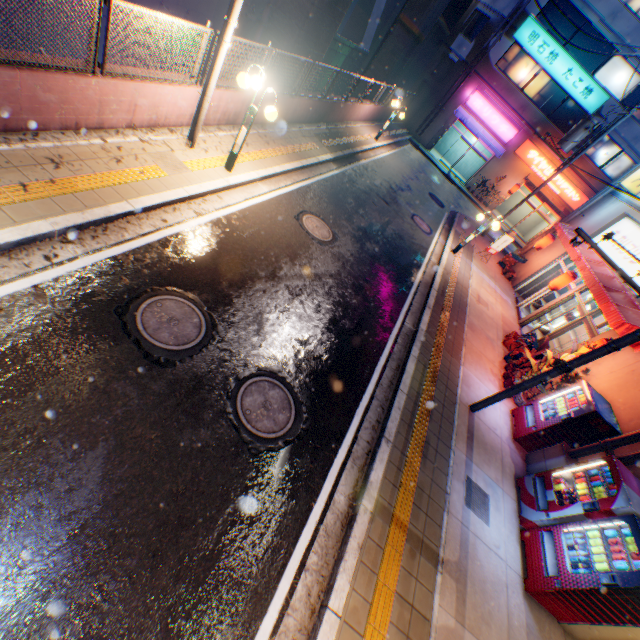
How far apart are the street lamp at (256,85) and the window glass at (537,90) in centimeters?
2567cm

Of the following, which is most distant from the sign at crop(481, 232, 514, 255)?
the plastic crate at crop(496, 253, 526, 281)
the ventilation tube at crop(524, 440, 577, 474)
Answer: the ventilation tube at crop(524, 440, 577, 474)

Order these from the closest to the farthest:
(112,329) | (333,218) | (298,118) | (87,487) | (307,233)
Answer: (87,487) → (112,329) → (307,233) → (333,218) → (298,118)

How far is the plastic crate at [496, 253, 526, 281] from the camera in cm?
1777

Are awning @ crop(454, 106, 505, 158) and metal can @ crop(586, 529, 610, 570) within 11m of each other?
no

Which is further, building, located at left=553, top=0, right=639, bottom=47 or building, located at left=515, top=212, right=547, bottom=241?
building, located at left=515, top=212, right=547, bottom=241

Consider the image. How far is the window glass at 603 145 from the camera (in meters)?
23.31

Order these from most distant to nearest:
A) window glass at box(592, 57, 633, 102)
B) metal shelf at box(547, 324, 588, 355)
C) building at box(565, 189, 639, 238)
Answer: window glass at box(592, 57, 633, 102)
building at box(565, 189, 639, 238)
metal shelf at box(547, 324, 588, 355)
